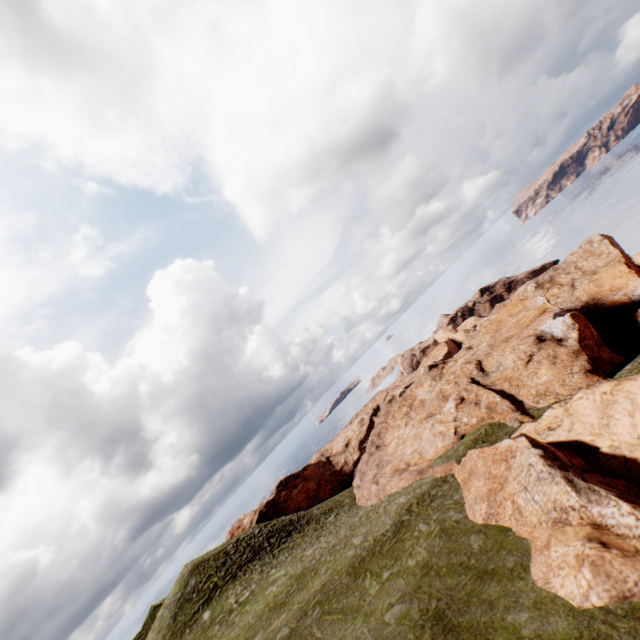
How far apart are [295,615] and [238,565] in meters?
20.0

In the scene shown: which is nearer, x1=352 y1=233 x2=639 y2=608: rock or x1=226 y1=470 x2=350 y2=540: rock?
x1=352 y1=233 x2=639 y2=608: rock

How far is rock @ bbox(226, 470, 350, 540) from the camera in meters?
51.0

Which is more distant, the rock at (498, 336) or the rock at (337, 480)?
the rock at (337, 480)

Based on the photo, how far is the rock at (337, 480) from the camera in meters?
51.0 m
